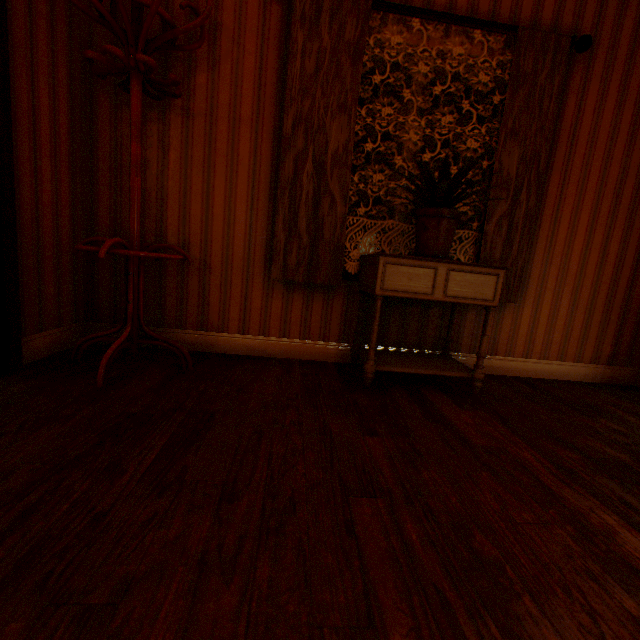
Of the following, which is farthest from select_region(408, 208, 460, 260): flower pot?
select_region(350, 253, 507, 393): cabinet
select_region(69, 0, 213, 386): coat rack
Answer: select_region(69, 0, 213, 386): coat rack

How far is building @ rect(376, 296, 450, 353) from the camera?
2.60m

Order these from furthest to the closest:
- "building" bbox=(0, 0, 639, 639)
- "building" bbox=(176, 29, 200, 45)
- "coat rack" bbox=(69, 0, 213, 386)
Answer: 1. "building" bbox=(176, 29, 200, 45)
2. "coat rack" bbox=(69, 0, 213, 386)
3. "building" bbox=(0, 0, 639, 639)

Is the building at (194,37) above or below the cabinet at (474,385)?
above

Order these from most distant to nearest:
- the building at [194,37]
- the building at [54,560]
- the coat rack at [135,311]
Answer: the building at [194,37] < the coat rack at [135,311] < the building at [54,560]

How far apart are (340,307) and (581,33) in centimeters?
269cm

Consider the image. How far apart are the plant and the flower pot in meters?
0.0
